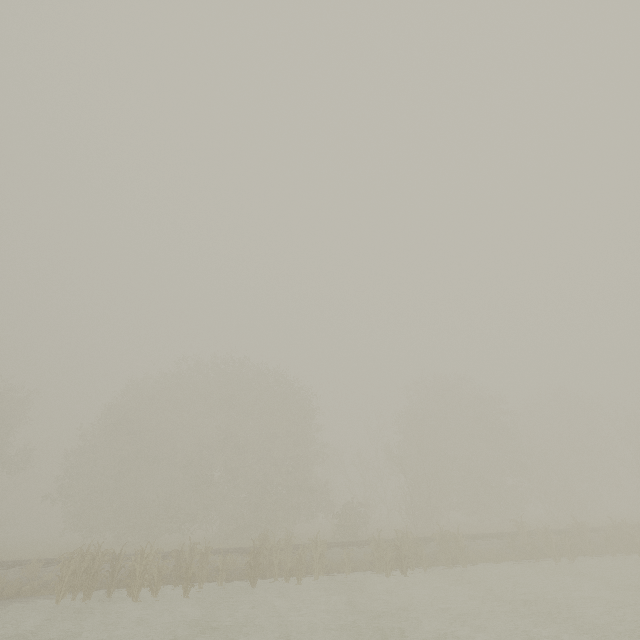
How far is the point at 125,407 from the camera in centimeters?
3356cm
